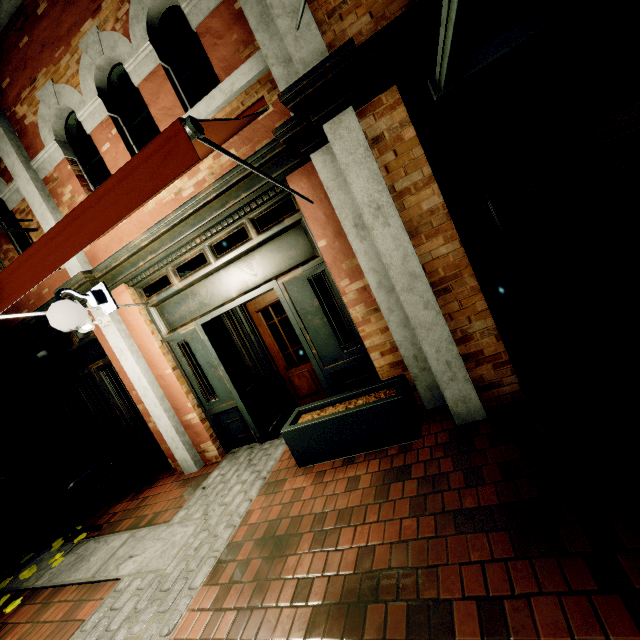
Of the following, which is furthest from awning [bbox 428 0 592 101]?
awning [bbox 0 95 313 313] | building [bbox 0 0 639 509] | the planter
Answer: the planter

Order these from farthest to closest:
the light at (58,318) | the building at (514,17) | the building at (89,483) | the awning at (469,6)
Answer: the building at (89,483) → the light at (58,318) → the building at (514,17) → the awning at (469,6)

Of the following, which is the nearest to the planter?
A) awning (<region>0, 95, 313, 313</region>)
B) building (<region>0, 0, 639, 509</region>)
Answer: building (<region>0, 0, 639, 509</region>)

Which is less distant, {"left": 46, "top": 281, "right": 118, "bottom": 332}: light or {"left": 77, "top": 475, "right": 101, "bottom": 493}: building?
{"left": 46, "top": 281, "right": 118, "bottom": 332}: light

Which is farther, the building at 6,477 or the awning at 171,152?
the building at 6,477

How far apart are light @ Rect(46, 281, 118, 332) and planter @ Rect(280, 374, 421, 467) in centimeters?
230cm

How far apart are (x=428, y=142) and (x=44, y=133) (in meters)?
5.09

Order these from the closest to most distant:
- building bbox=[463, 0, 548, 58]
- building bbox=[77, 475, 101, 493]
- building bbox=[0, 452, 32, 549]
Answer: building bbox=[463, 0, 548, 58] < building bbox=[0, 452, 32, 549] < building bbox=[77, 475, 101, 493]
